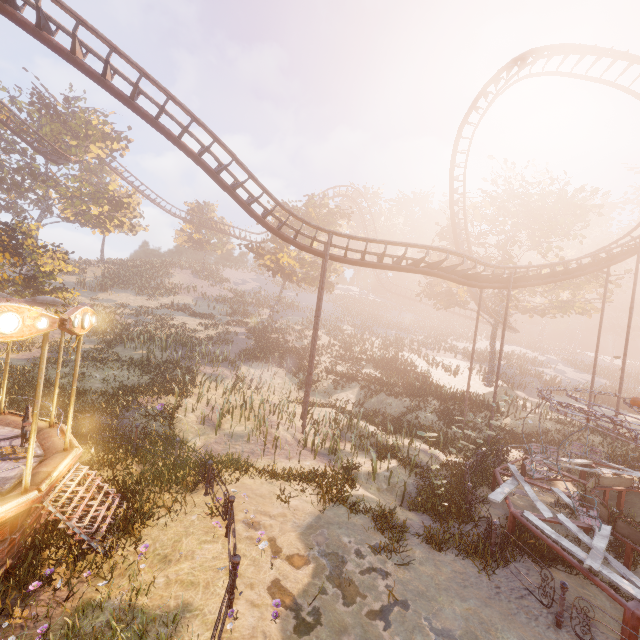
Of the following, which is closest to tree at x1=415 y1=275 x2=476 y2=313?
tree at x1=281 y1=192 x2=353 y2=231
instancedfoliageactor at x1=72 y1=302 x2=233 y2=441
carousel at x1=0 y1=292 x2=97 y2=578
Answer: tree at x1=281 y1=192 x2=353 y2=231

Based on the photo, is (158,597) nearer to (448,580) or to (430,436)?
(448,580)

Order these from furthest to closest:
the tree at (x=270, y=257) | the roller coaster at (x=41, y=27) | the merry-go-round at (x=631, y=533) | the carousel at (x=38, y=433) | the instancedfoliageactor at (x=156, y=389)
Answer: the tree at (x=270, y=257) < the instancedfoliageactor at (x=156, y=389) < the roller coaster at (x=41, y=27) < the merry-go-round at (x=631, y=533) < the carousel at (x=38, y=433)

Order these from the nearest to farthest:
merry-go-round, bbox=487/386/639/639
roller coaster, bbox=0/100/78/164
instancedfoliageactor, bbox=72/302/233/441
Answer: merry-go-round, bbox=487/386/639/639 < instancedfoliageactor, bbox=72/302/233/441 < roller coaster, bbox=0/100/78/164

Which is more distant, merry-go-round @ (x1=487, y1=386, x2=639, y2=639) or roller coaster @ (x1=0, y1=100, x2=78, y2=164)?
roller coaster @ (x1=0, y1=100, x2=78, y2=164)

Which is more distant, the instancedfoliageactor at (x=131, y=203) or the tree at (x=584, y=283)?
the tree at (x=584, y=283)

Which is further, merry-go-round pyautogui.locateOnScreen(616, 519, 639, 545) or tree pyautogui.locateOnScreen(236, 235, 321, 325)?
tree pyautogui.locateOnScreen(236, 235, 321, 325)

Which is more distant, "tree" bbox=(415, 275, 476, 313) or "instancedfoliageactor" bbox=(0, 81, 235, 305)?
"tree" bbox=(415, 275, 476, 313)
